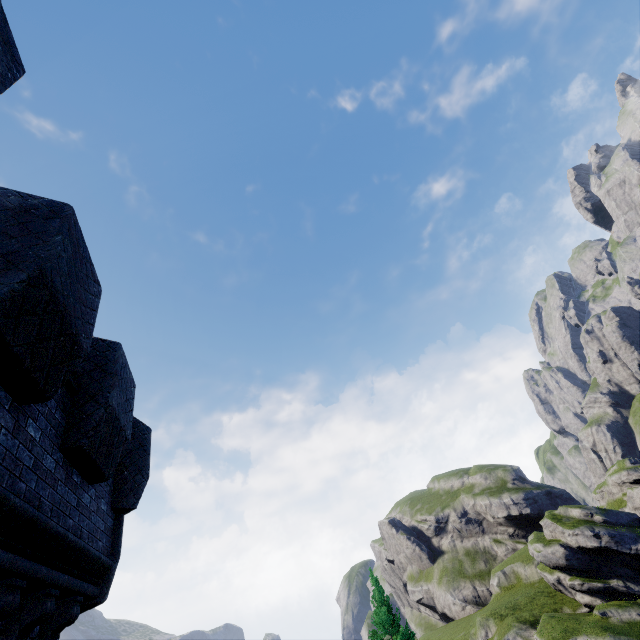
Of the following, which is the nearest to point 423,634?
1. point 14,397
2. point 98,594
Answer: point 98,594

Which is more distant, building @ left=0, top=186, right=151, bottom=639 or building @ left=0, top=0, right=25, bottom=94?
building @ left=0, top=186, right=151, bottom=639

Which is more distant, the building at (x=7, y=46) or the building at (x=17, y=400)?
the building at (x=17, y=400)
